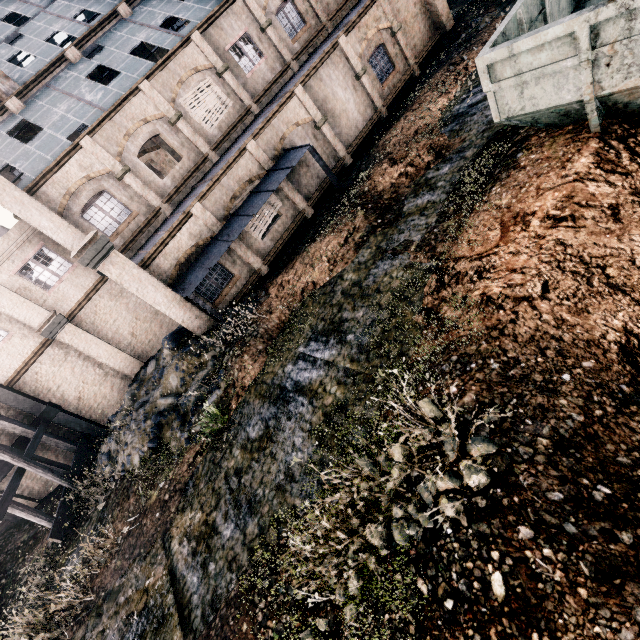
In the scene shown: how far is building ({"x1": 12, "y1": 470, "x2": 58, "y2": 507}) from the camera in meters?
18.2 m

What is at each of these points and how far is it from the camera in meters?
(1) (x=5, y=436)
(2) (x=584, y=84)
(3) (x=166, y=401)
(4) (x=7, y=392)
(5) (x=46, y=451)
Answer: (1) building, 17.6
(2) rail car container, 6.7
(3) stone debris, 14.1
(4) building structure, 16.9
(5) building, 18.7

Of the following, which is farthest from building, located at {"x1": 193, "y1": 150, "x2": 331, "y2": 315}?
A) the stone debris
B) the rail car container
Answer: the rail car container

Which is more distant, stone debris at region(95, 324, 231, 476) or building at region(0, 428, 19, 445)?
building at region(0, 428, 19, 445)

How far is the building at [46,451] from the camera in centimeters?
1850cm

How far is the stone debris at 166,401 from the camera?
12.7m

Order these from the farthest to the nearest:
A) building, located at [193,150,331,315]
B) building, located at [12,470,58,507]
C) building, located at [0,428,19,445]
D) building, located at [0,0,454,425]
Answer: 1. building, located at [12,470,58,507]
2. building, located at [0,428,19,445]
3. building, located at [193,150,331,315]
4. building, located at [0,0,454,425]
